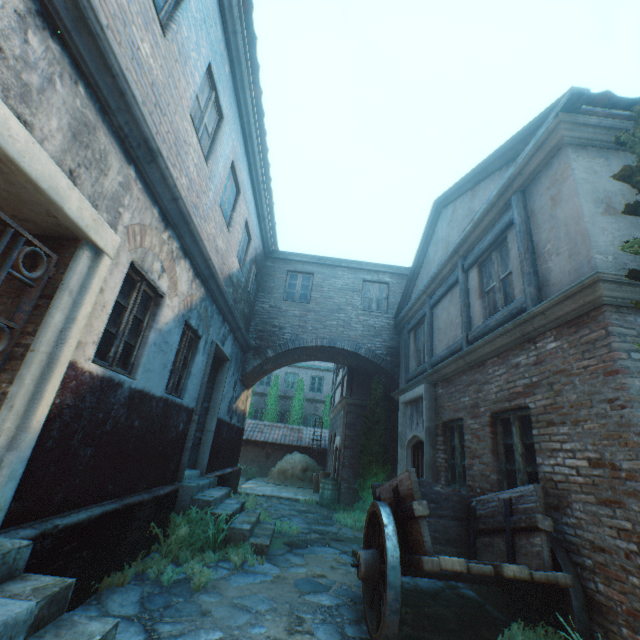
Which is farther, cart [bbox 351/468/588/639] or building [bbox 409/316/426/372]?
building [bbox 409/316/426/372]

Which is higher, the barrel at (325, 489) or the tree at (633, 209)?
the tree at (633, 209)

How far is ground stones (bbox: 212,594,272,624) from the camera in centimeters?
363cm

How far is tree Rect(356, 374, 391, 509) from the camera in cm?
1067

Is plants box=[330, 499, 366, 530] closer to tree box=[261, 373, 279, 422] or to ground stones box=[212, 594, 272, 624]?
ground stones box=[212, 594, 272, 624]

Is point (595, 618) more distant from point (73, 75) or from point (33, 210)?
point (73, 75)

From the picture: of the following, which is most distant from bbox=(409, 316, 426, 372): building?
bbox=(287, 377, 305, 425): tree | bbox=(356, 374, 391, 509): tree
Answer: bbox=(287, 377, 305, 425): tree

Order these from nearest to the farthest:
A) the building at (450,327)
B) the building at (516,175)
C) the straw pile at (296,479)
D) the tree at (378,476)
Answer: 1. the building at (516,175)
2. the building at (450,327)
3. the tree at (378,476)
4. the straw pile at (296,479)
